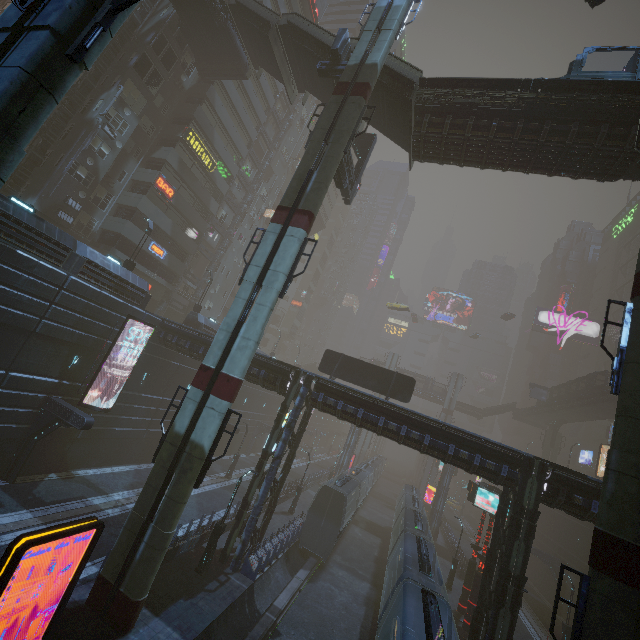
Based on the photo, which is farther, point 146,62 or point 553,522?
point 553,522

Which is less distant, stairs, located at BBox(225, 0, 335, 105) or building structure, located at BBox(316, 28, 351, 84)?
building structure, located at BBox(316, 28, 351, 84)

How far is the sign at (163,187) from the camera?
32.31m

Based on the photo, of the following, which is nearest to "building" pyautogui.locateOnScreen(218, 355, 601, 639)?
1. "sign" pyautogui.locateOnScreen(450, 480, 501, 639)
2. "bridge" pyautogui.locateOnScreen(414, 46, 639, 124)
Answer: "bridge" pyautogui.locateOnScreen(414, 46, 639, 124)

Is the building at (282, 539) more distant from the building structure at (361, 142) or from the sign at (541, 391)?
the sign at (541, 391)

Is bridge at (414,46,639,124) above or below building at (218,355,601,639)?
above

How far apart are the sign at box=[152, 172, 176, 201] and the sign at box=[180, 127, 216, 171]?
4.3m

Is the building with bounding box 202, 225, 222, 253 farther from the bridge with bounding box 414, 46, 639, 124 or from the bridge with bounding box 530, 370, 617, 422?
the bridge with bounding box 530, 370, 617, 422
